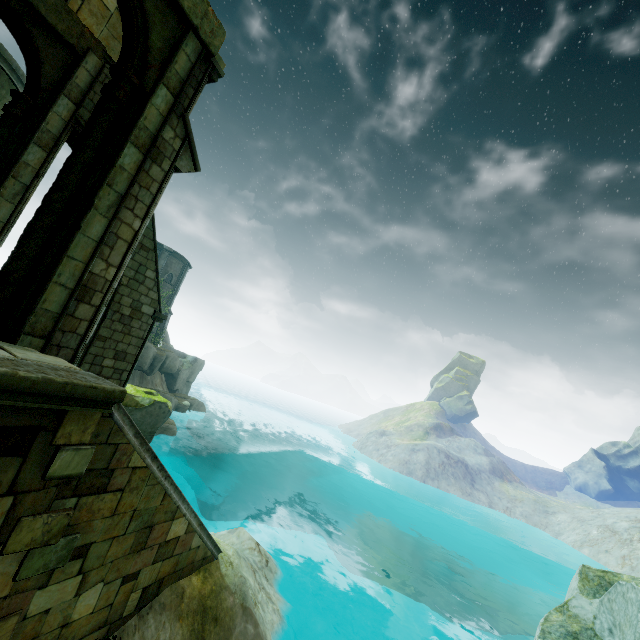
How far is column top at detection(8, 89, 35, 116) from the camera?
7.6m

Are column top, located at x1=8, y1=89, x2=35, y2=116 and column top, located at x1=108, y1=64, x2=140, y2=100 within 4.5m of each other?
yes

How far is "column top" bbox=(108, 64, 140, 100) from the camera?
5.87m

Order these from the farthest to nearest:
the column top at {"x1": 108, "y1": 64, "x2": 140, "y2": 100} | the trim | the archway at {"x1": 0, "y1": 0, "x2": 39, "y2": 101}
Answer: the archway at {"x1": 0, "y1": 0, "x2": 39, "y2": 101} → the column top at {"x1": 108, "y1": 64, "x2": 140, "y2": 100} → the trim

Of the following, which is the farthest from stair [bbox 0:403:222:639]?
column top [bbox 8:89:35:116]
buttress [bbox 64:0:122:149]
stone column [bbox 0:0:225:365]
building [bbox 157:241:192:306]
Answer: A: building [bbox 157:241:192:306]

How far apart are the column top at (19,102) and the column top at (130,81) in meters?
3.5

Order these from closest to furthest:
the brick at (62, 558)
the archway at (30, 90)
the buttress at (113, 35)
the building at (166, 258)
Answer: the brick at (62, 558) → the archway at (30, 90) → the buttress at (113, 35) → the building at (166, 258)

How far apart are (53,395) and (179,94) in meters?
6.4 m
